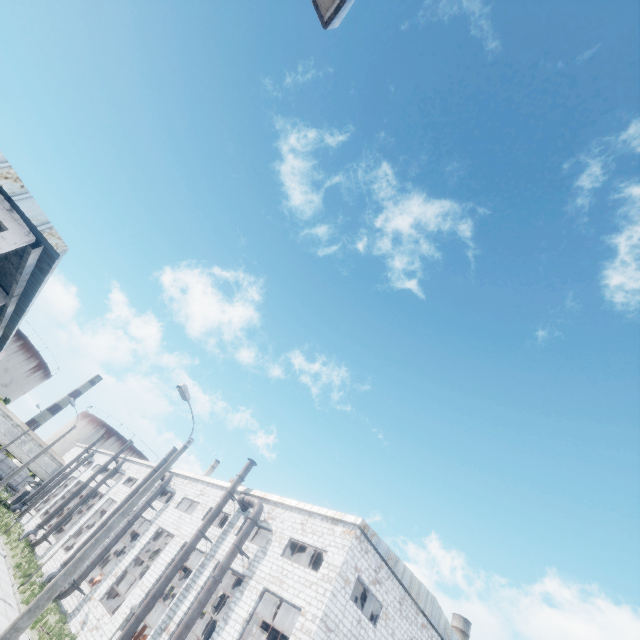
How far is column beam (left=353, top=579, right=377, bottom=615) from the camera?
22.3m

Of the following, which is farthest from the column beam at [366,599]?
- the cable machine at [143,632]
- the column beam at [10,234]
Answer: the column beam at [10,234]

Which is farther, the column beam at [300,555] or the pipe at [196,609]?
the column beam at [300,555]

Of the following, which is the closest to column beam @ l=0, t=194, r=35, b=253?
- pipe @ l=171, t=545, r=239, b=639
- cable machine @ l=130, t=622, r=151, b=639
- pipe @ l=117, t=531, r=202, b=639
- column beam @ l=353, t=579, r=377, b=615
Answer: pipe @ l=171, t=545, r=239, b=639

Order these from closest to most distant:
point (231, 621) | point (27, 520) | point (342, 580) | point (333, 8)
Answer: point (333, 8)
point (342, 580)
point (231, 621)
point (27, 520)

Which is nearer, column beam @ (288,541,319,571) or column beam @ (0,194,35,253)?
column beam @ (0,194,35,253)

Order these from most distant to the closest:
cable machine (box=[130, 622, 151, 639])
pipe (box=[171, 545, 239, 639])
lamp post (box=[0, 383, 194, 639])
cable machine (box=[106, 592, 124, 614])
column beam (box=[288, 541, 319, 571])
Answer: cable machine (box=[106, 592, 124, 614]) → column beam (box=[288, 541, 319, 571]) → cable machine (box=[130, 622, 151, 639]) → pipe (box=[171, 545, 239, 639]) → lamp post (box=[0, 383, 194, 639])

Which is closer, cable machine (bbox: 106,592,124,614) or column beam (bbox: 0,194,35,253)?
column beam (bbox: 0,194,35,253)
